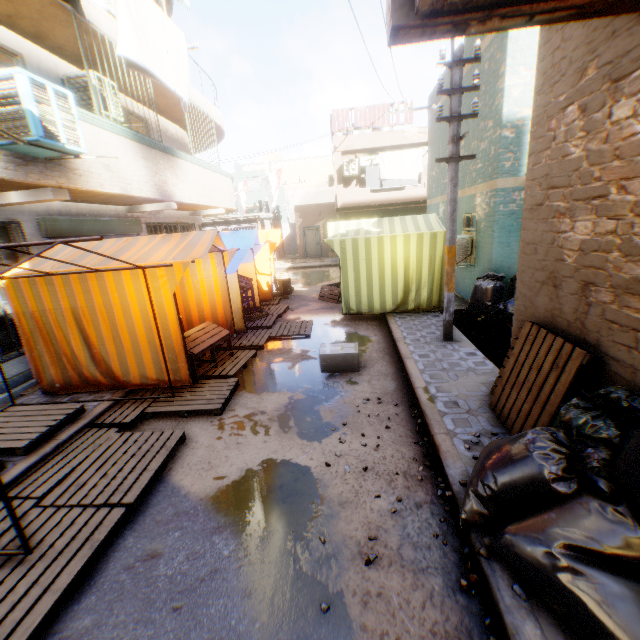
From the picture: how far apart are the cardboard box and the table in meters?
1.3

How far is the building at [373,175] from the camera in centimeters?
2547cm

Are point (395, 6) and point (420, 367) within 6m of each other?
yes

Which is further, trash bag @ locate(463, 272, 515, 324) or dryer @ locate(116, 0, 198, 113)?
trash bag @ locate(463, 272, 515, 324)

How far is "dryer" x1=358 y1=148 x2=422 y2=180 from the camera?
17.44m

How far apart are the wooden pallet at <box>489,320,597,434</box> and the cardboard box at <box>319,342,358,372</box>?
1.8m

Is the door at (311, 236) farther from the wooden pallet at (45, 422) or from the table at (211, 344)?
the table at (211, 344)

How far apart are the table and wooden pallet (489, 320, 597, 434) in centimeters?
385cm
